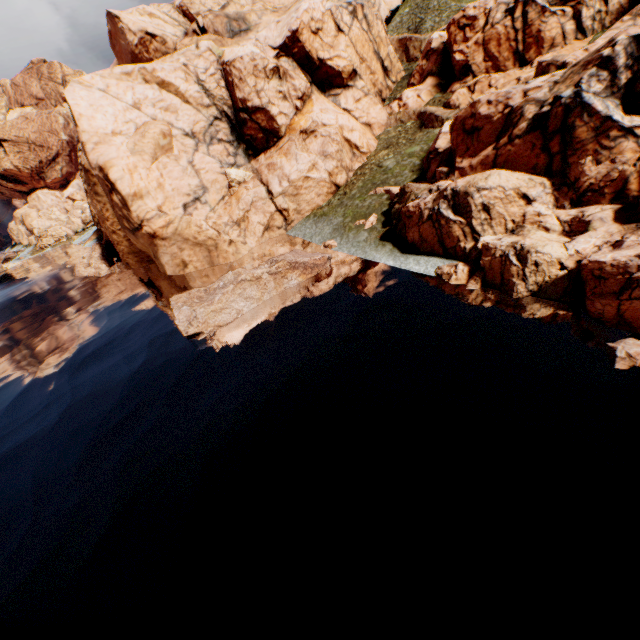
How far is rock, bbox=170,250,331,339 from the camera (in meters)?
22.44

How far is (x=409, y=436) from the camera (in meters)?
12.17

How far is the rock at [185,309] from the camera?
22.4m

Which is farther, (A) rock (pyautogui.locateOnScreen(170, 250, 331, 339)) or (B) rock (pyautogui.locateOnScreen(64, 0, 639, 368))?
(A) rock (pyautogui.locateOnScreen(170, 250, 331, 339))

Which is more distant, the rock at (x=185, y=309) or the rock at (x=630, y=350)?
the rock at (x=185, y=309)
